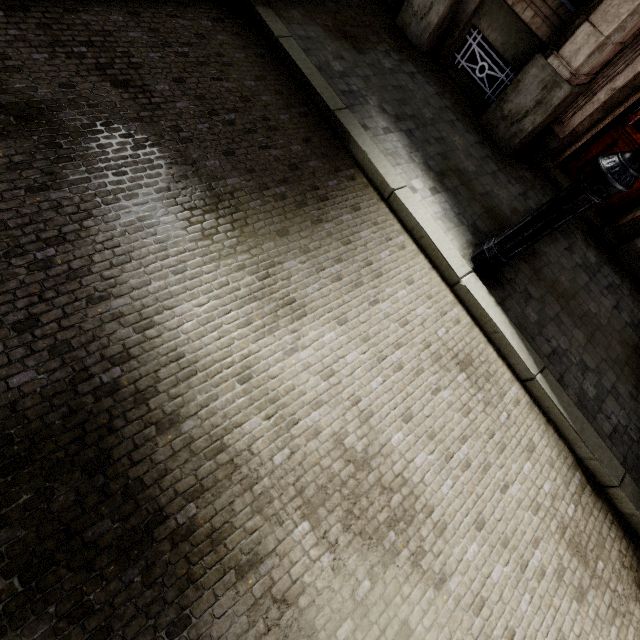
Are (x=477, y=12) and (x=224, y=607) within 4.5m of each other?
no
